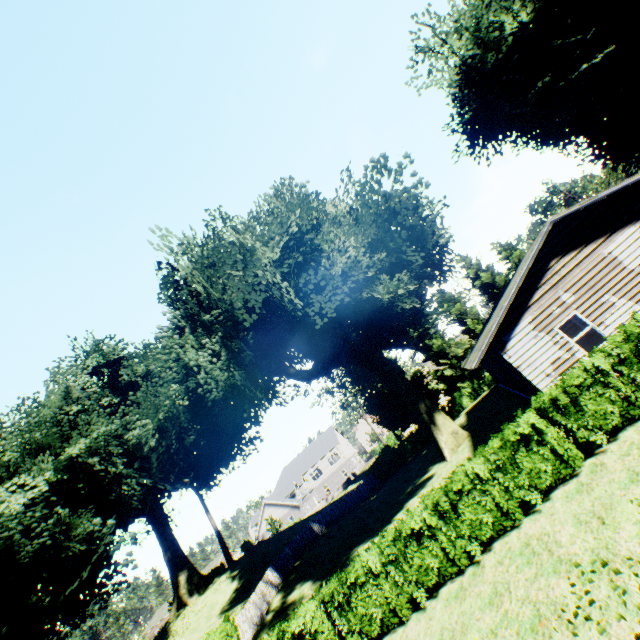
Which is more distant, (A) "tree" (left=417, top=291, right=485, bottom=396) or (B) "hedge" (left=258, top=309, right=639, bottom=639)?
(A) "tree" (left=417, top=291, right=485, bottom=396)

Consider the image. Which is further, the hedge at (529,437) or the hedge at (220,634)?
the hedge at (220,634)

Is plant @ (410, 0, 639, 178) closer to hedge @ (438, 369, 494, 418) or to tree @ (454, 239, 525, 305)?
tree @ (454, 239, 525, 305)

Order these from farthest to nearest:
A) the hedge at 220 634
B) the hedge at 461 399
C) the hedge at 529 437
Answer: the hedge at 461 399, the hedge at 220 634, the hedge at 529 437

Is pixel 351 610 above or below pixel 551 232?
below

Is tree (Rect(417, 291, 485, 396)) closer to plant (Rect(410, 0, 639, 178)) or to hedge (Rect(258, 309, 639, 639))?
plant (Rect(410, 0, 639, 178))

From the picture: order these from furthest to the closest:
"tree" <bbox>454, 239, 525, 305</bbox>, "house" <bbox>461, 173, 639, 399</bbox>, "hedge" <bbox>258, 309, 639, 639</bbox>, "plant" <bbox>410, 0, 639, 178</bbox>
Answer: "tree" <bbox>454, 239, 525, 305</bbox> < "plant" <bbox>410, 0, 639, 178</bbox> < "house" <bbox>461, 173, 639, 399</bbox> < "hedge" <bbox>258, 309, 639, 639</bbox>

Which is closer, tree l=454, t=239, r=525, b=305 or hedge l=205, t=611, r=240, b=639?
hedge l=205, t=611, r=240, b=639
